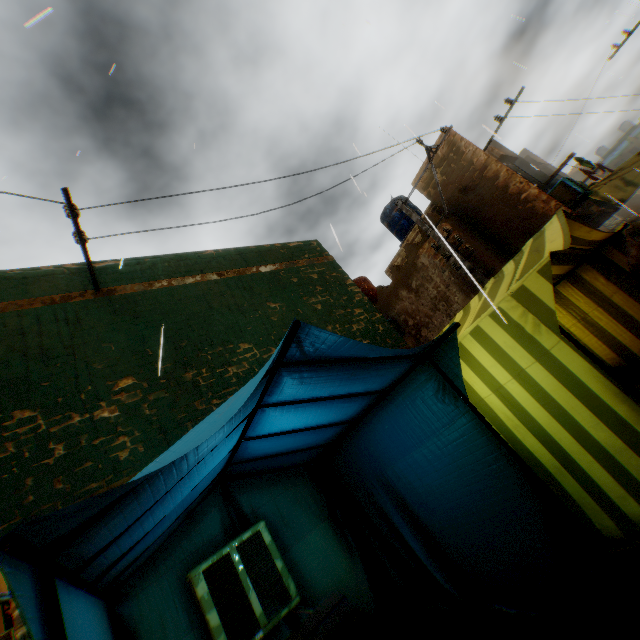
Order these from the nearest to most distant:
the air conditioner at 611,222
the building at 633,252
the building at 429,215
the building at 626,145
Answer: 1. the building at 429,215
2. the air conditioner at 611,222
3. the building at 633,252
4. the building at 626,145

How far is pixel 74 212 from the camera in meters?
4.3

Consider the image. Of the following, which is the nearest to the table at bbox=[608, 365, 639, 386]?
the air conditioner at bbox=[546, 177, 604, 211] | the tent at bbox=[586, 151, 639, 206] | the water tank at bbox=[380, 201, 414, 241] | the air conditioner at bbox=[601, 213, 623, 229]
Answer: the tent at bbox=[586, 151, 639, 206]

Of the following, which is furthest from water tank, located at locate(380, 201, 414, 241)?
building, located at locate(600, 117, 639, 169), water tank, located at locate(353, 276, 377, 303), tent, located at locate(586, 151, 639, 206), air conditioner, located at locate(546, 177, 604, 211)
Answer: tent, located at locate(586, 151, 639, 206)

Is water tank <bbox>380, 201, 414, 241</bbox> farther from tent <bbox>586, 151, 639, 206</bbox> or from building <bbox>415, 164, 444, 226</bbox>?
tent <bbox>586, 151, 639, 206</bbox>

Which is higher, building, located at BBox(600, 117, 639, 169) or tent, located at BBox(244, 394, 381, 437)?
building, located at BBox(600, 117, 639, 169)

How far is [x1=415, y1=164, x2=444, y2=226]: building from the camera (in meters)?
10.30

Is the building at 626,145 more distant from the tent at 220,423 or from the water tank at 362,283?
the water tank at 362,283
